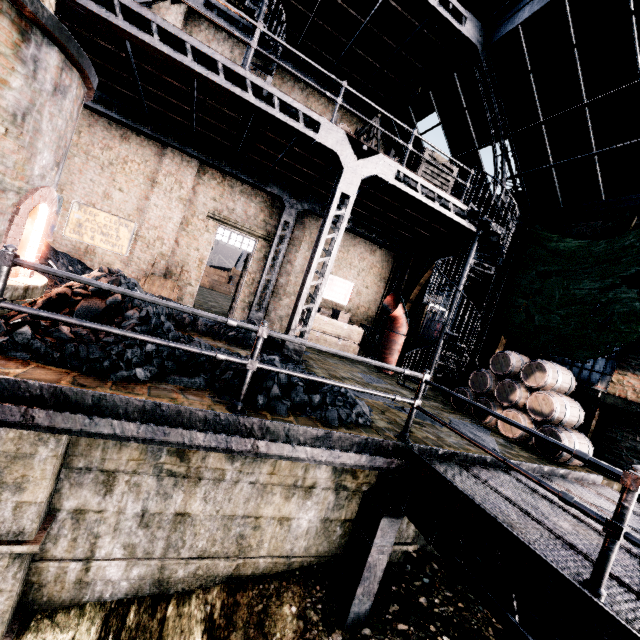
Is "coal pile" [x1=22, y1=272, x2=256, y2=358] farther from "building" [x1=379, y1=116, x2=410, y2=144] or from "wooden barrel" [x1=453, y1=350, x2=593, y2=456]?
"wooden barrel" [x1=453, y1=350, x2=593, y2=456]

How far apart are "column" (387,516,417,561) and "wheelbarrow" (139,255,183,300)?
9.5 meters

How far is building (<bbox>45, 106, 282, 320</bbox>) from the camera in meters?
12.2

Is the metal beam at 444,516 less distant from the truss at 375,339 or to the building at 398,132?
the building at 398,132

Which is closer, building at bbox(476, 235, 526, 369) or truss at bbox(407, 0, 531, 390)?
truss at bbox(407, 0, 531, 390)

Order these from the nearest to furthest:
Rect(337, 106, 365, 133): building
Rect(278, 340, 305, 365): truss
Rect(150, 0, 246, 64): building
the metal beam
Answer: the metal beam → Rect(278, 340, 305, 365): truss → Rect(150, 0, 246, 64): building → Rect(337, 106, 365, 133): building

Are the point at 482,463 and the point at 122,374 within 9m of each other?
yes

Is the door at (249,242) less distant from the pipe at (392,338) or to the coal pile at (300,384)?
the coal pile at (300,384)
